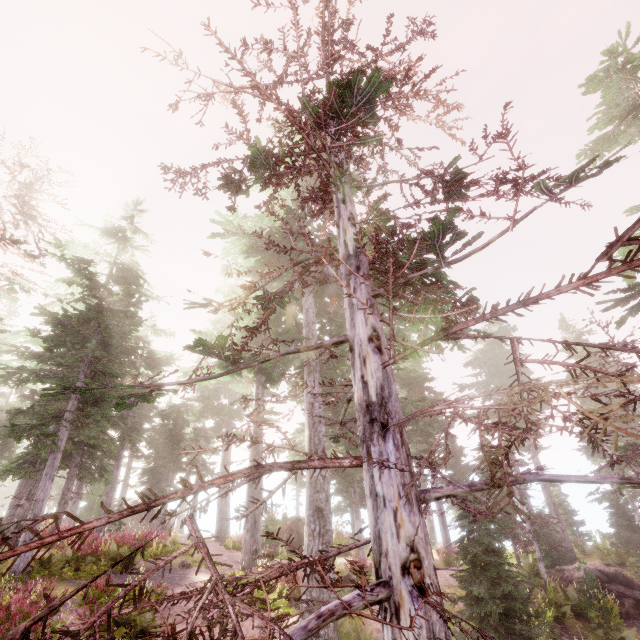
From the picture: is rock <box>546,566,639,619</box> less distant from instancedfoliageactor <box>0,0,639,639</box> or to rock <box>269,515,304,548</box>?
instancedfoliageactor <box>0,0,639,639</box>

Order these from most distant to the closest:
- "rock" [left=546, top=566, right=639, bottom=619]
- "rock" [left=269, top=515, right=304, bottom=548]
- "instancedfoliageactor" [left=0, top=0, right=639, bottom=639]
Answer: "rock" [left=269, top=515, right=304, bottom=548] < "rock" [left=546, top=566, right=639, bottom=619] < "instancedfoliageactor" [left=0, top=0, right=639, bottom=639]

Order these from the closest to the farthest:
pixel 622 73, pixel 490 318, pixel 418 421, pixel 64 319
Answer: pixel 490 318 < pixel 622 73 < pixel 64 319 < pixel 418 421

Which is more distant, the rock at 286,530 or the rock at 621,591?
the rock at 286,530

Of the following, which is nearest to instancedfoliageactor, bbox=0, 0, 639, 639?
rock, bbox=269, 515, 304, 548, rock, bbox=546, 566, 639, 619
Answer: rock, bbox=269, 515, 304, 548

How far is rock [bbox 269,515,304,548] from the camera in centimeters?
2164cm

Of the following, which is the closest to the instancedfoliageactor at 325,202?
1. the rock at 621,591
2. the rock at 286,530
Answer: the rock at 286,530
